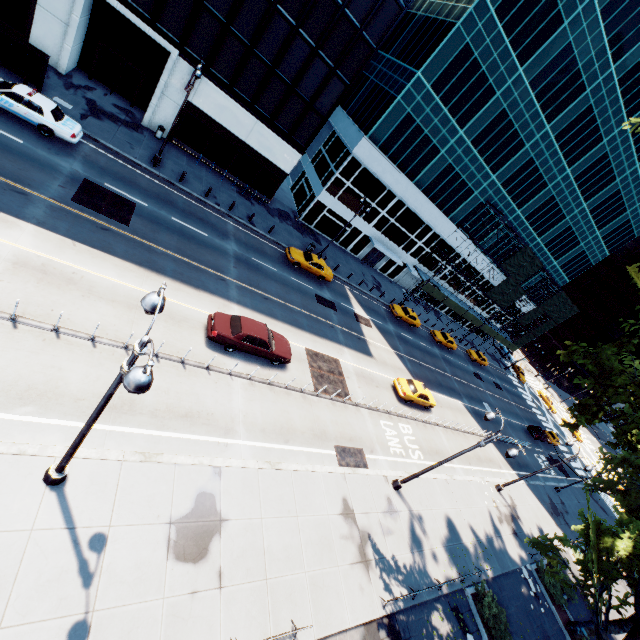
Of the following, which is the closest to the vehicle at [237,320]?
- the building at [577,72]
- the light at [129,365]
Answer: the light at [129,365]

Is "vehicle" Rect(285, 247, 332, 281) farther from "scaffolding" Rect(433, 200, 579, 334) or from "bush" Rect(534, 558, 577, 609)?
"bush" Rect(534, 558, 577, 609)

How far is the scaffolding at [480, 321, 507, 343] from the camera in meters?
54.8 m

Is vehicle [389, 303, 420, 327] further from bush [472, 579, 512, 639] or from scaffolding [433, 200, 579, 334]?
bush [472, 579, 512, 639]

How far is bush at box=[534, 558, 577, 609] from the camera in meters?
22.5 m

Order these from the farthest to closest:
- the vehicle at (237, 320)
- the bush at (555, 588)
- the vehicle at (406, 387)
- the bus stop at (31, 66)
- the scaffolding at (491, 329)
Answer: the scaffolding at (491, 329) → the vehicle at (406, 387) → the bush at (555, 588) → the bus stop at (31, 66) → the vehicle at (237, 320)

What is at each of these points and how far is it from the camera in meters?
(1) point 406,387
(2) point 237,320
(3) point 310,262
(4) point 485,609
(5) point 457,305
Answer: (1) vehicle, 26.1 m
(2) vehicle, 17.1 m
(3) vehicle, 29.0 m
(4) bush, 16.9 m
(5) scaffolding, 48.8 m

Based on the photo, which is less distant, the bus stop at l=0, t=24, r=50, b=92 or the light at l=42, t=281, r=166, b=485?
the light at l=42, t=281, r=166, b=485
